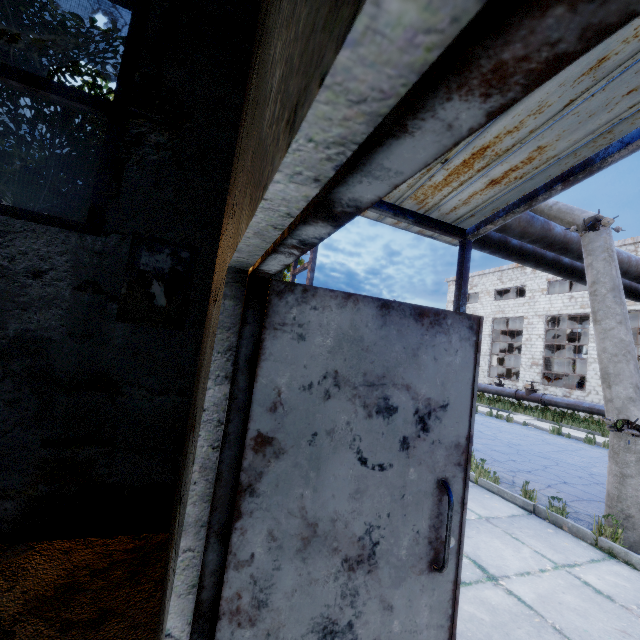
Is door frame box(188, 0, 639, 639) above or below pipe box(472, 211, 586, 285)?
below

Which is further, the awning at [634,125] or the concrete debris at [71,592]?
the concrete debris at [71,592]

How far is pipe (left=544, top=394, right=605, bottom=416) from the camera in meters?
16.0 m

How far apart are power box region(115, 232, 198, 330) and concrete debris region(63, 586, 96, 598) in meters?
1.9 m

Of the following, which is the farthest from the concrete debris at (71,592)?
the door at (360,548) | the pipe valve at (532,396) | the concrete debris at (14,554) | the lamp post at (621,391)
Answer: the pipe valve at (532,396)

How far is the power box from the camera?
2.94m

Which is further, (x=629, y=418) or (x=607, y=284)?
(x=607, y=284)
